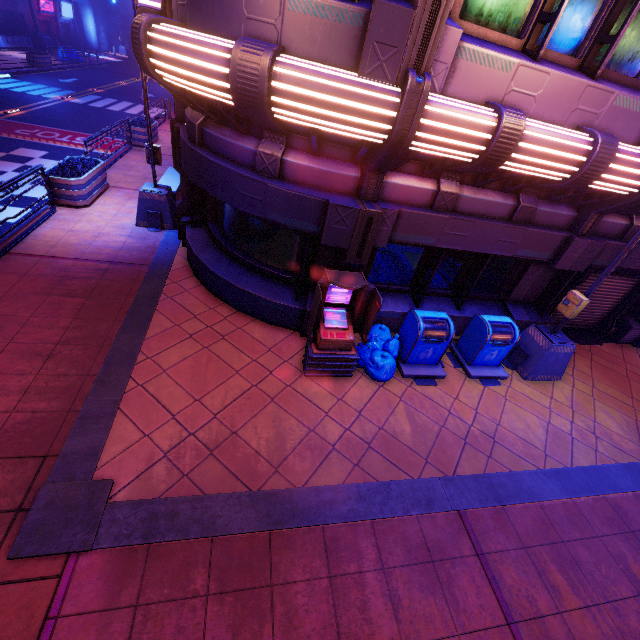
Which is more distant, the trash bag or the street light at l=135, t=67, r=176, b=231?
the street light at l=135, t=67, r=176, b=231

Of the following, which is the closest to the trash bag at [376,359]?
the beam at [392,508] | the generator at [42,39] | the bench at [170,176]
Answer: the beam at [392,508]

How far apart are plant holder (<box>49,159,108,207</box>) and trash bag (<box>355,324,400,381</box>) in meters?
9.1

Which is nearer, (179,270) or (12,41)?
(179,270)

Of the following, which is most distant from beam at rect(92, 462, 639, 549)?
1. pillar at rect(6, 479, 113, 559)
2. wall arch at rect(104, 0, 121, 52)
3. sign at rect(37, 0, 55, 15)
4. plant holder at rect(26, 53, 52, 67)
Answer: wall arch at rect(104, 0, 121, 52)

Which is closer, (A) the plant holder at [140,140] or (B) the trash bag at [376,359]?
(B) the trash bag at [376,359]

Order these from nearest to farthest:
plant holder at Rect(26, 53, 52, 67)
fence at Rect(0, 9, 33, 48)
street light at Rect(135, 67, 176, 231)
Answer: street light at Rect(135, 67, 176, 231) → plant holder at Rect(26, 53, 52, 67) → fence at Rect(0, 9, 33, 48)

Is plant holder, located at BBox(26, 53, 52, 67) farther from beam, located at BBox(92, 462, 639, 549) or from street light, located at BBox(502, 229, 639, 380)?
street light, located at BBox(502, 229, 639, 380)
